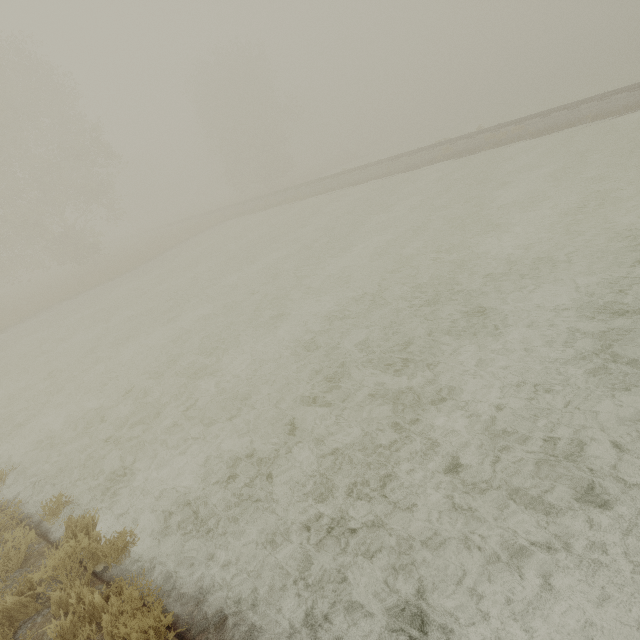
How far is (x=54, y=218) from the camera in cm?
2355
